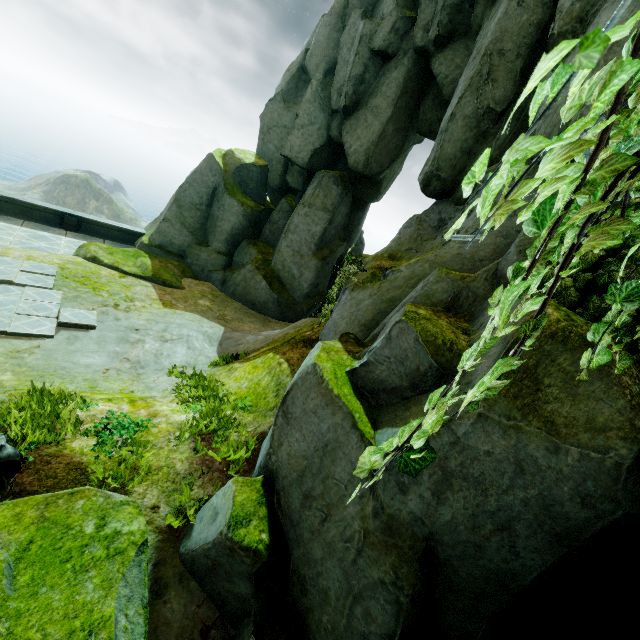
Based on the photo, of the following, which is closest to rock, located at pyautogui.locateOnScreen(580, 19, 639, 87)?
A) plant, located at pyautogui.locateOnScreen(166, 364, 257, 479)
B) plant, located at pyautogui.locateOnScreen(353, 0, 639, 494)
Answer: plant, located at pyautogui.locateOnScreen(353, 0, 639, 494)

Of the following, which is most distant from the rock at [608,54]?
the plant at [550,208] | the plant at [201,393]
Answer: the plant at [201,393]

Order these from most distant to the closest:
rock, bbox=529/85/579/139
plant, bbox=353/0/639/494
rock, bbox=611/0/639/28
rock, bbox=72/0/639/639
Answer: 1. rock, bbox=529/85/579/139
2. rock, bbox=611/0/639/28
3. rock, bbox=72/0/639/639
4. plant, bbox=353/0/639/494

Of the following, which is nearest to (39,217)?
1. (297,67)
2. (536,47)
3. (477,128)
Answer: (297,67)

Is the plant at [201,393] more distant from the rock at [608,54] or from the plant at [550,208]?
the plant at [550,208]

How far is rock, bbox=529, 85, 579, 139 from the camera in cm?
483
